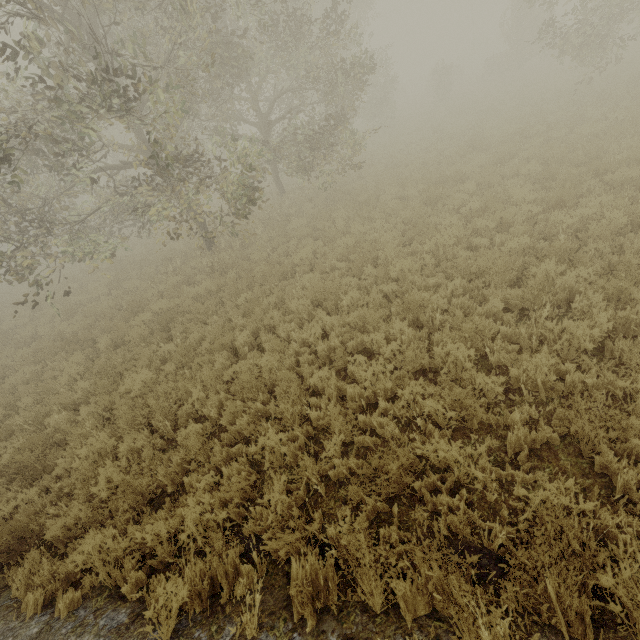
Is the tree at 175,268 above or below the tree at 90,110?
below

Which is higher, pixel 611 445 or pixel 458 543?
pixel 611 445

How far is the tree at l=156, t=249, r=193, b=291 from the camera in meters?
11.6 m

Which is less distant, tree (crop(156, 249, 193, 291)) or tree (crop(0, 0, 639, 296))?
tree (crop(0, 0, 639, 296))

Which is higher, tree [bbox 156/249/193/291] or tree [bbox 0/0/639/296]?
tree [bbox 0/0/639/296]

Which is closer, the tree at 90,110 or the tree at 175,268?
the tree at 90,110
